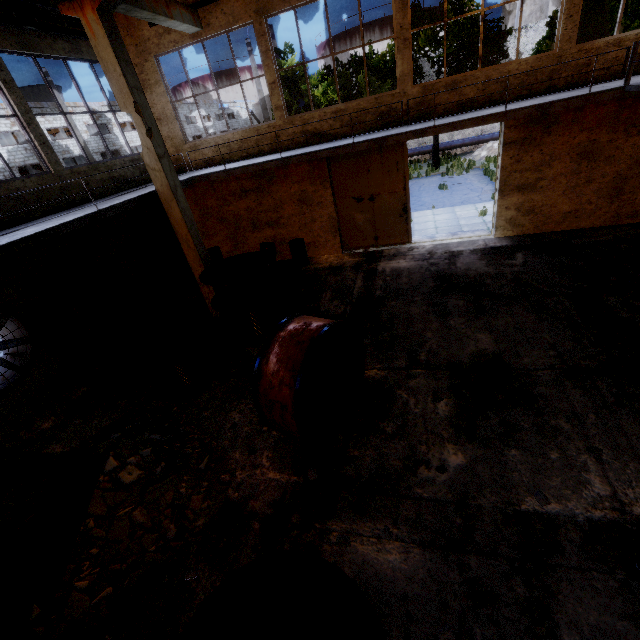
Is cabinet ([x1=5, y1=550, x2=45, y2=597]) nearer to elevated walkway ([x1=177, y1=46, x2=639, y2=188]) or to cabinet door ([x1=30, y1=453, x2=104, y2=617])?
cabinet door ([x1=30, y1=453, x2=104, y2=617])

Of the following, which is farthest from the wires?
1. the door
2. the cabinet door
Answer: the cabinet door

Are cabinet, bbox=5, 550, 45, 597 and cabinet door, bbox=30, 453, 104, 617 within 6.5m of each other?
yes

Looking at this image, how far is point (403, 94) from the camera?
9.8 meters

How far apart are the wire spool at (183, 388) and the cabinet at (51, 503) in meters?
2.1

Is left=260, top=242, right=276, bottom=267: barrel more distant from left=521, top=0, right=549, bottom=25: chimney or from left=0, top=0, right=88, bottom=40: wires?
left=521, top=0, right=549, bottom=25: chimney

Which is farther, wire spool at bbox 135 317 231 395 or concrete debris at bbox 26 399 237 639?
wire spool at bbox 135 317 231 395

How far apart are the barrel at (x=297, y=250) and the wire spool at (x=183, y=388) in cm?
491
